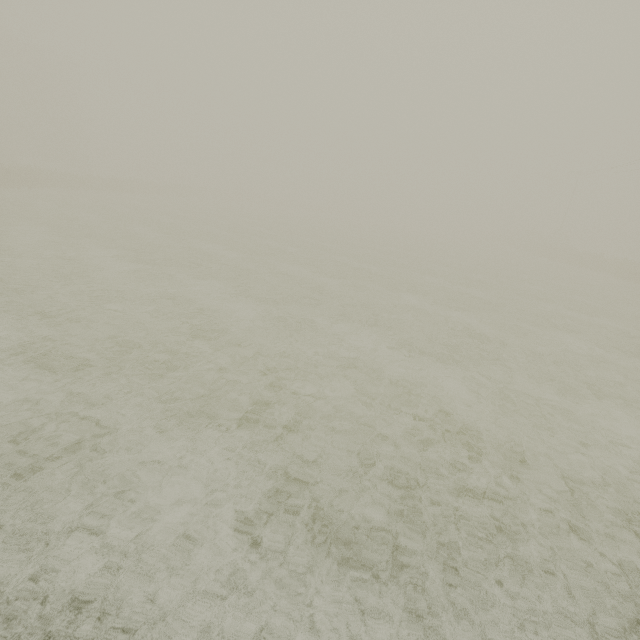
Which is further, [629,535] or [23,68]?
[23,68]
